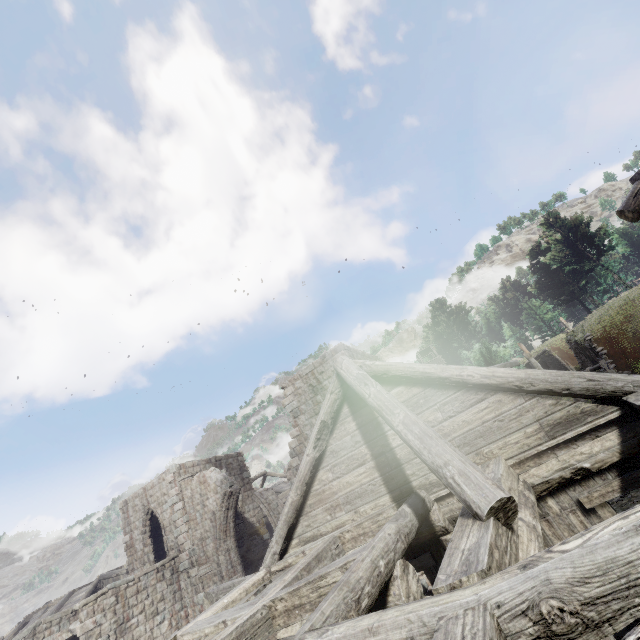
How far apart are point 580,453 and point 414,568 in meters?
3.4

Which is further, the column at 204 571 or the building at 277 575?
the column at 204 571

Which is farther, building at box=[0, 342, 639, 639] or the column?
the column

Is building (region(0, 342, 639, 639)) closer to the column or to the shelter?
the column

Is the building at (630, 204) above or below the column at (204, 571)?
above

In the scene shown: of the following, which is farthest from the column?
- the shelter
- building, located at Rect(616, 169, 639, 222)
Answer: the shelter

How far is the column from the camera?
17.1 meters
